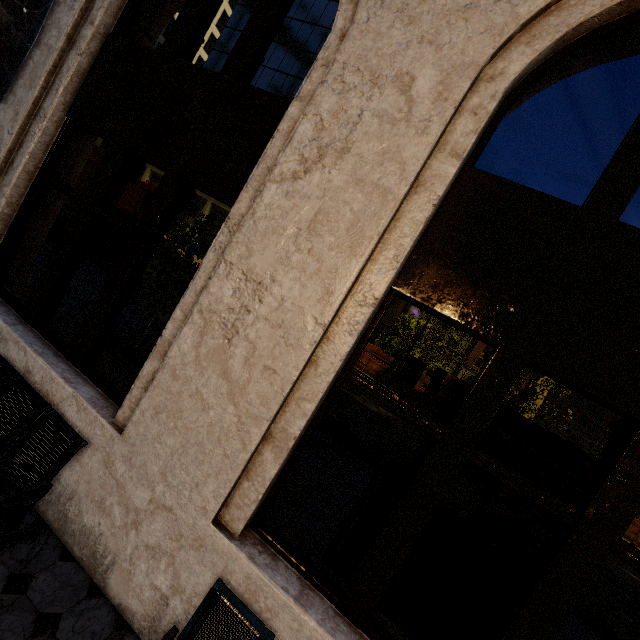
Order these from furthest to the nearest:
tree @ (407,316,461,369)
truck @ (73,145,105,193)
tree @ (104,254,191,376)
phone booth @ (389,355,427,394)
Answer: tree @ (407,316,461,369)
phone booth @ (389,355,427,394)
truck @ (73,145,105,193)
tree @ (104,254,191,376)

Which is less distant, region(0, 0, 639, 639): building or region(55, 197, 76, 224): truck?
region(0, 0, 639, 639): building

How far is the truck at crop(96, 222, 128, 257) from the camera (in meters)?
12.35

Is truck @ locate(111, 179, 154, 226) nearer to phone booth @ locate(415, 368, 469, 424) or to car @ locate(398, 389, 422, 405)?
phone booth @ locate(415, 368, 469, 424)

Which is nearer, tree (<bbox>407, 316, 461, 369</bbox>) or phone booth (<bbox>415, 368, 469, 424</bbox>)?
phone booth (<bbox>415, 368, 469, 424</bbox>)

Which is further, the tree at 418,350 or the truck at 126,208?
the tree at 418,350

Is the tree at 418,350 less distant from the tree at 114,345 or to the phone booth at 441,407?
the phone booth at 441,407

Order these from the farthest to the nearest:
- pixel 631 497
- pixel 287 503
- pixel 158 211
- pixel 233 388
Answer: pixel 287 503
pixel 158 211
pixel 233 388
pixel 631 497
